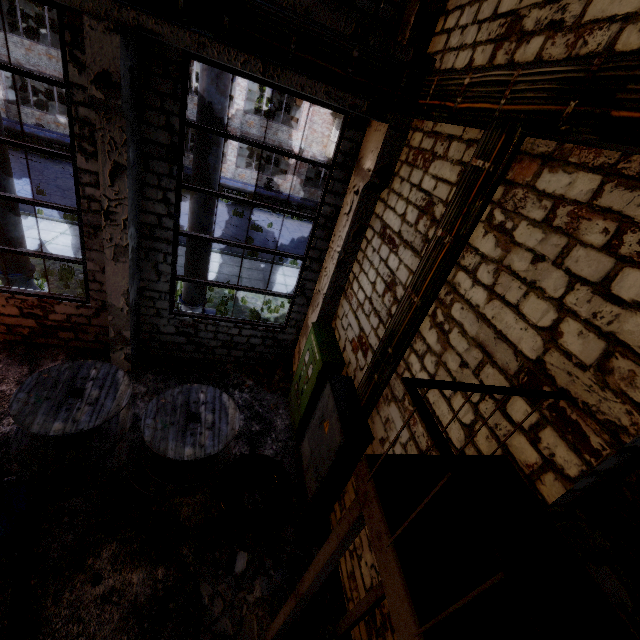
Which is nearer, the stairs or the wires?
the stairs

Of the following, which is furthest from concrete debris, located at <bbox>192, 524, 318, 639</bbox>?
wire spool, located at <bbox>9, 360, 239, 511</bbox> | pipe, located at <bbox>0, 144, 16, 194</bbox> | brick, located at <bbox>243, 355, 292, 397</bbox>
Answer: pipe, located at <bbox>0, 144, 16, 194</bbox>

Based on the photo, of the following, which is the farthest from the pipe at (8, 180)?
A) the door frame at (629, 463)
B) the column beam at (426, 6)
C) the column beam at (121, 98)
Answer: the door frame at (629, 463)

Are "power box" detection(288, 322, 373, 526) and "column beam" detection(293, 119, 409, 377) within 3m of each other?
yes

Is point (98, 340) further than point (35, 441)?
Yes

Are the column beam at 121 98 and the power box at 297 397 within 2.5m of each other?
no

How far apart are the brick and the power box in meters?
1.8

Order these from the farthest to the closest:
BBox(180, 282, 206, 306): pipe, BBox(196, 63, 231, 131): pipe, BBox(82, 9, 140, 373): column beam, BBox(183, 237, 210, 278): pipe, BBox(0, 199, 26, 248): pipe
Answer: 1. BBox(180, 282, 206, 306): pipe
2. BBox(183, 237, 210, 278): pipe
3. BBox(0, 199, 26, 248): pipe
4. BBox(196, 63, 231, 131): pipe
5. BBox(82, 9, 140, 373): column beam
